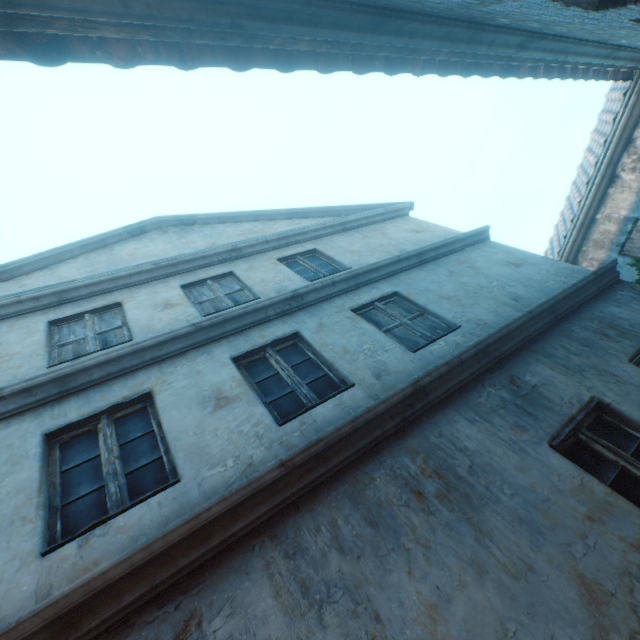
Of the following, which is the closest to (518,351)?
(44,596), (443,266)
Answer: (443,266)
